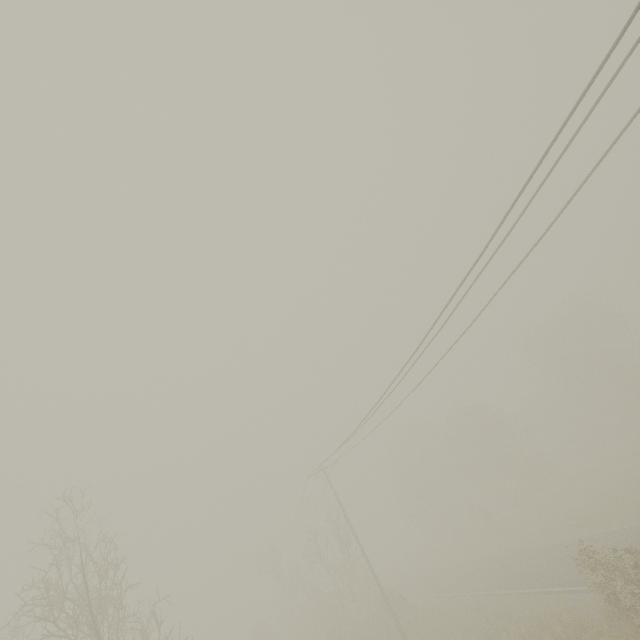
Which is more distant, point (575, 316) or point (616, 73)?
point (575, 316)
